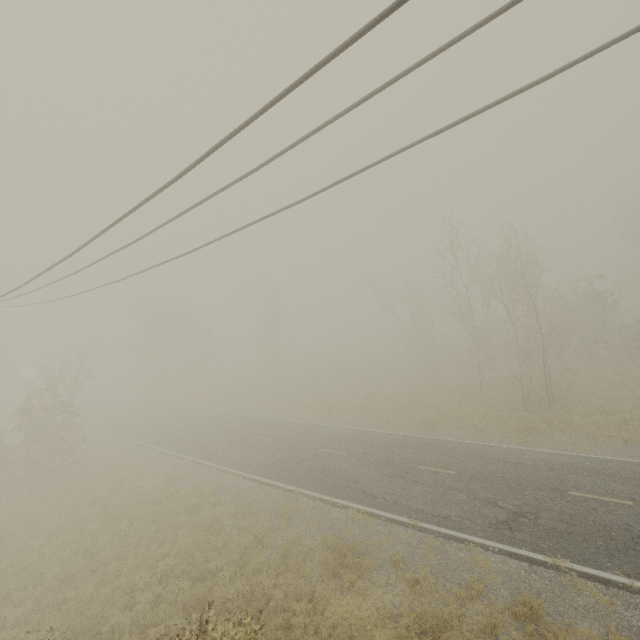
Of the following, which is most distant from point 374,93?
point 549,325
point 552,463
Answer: point 549,325

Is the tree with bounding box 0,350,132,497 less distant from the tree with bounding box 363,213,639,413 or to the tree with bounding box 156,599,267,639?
the tree with bounding box 363,213,639,413

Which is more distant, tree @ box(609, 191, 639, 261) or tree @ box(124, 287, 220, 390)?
tree @ box(124, 287, 220, 390)

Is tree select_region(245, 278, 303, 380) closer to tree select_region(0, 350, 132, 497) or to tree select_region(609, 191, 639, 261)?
tree select_region(0, 350, 132, 497)

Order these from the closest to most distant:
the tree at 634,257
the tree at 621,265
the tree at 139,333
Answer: the tree at 621,265, the tree at 634,257, the tree at 139,333

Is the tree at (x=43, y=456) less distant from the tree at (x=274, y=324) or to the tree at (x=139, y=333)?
the tree at (x=274, y=324)
